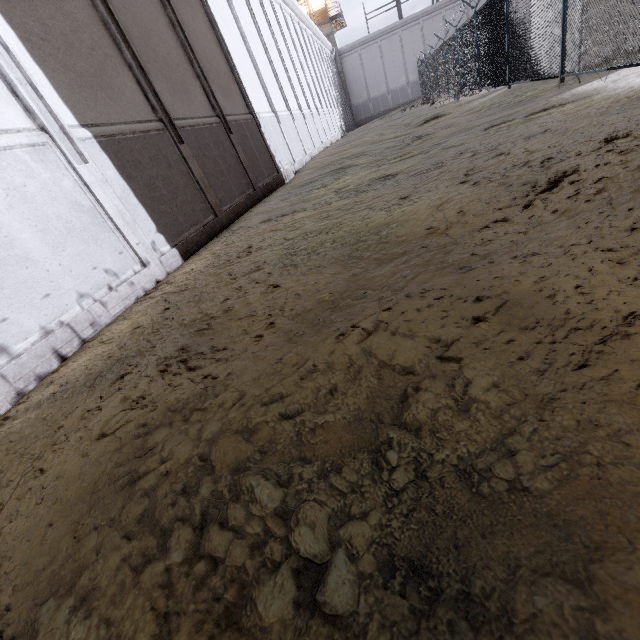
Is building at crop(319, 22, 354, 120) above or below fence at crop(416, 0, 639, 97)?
above

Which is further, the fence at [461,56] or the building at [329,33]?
the building at [329,33]

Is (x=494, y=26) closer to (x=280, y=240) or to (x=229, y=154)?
(x=229, y=154)

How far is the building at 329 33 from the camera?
38.8m

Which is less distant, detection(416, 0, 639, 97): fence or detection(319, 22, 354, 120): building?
detection(416, 0, 639, 97): fence

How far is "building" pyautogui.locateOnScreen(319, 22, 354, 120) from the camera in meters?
38.8 m
